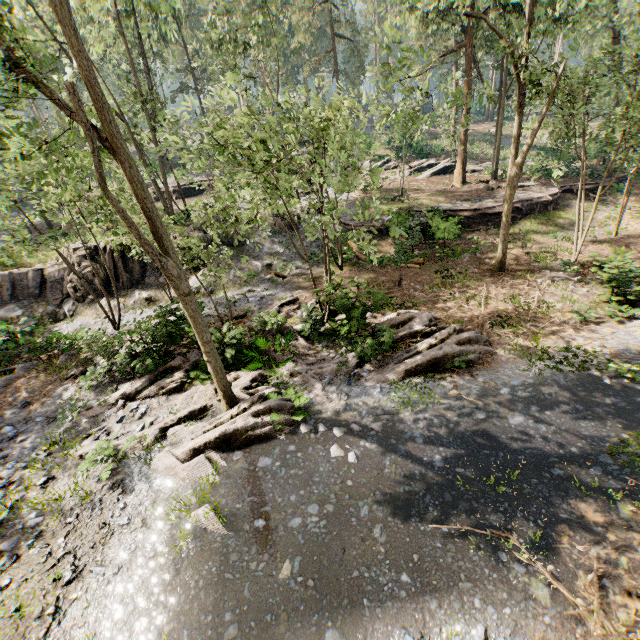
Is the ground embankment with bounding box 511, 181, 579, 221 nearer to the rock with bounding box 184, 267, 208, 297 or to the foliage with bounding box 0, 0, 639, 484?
the foliage with bounding box 0, 0, 639, 484

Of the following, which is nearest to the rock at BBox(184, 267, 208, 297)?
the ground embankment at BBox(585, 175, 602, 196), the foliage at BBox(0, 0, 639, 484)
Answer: the foliage at BBox(0, 0, 639, 484)

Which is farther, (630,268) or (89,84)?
(630,268)

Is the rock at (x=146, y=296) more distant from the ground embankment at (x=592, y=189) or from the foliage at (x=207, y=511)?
the ground embankment at (x=592, y=189)

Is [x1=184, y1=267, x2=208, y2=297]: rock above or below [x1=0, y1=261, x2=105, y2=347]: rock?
below

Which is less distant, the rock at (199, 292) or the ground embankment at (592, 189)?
the rock at (199, 292)

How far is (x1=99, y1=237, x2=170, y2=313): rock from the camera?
18.59m

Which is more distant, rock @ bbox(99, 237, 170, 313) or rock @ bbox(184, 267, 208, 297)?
rock @ bbox(99, 237, 170, 313)
